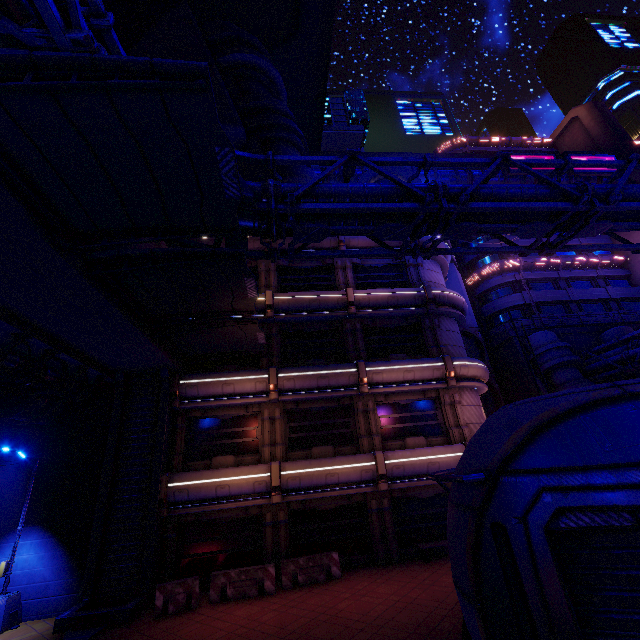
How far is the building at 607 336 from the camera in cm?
2695

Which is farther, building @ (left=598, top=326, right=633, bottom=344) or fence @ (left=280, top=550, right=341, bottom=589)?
building @ (left=598, top=326, right=633, bottom=344)

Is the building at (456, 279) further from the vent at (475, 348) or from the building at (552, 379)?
the building at (552, 379)

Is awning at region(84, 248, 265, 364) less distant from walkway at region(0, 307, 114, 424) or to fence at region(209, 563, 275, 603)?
walkway at region(0, 307, 114, 424)

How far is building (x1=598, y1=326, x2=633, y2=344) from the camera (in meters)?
26.95

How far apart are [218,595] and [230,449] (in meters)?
5.77

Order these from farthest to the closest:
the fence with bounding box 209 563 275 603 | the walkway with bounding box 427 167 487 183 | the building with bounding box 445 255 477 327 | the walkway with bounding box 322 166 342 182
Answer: the walkway with bounding box 427 167 487 183, the walkway with bounding box 322 166 342 182, the building with bounding box 445 255 477 327, the fence with bounding box 209 563 275 603

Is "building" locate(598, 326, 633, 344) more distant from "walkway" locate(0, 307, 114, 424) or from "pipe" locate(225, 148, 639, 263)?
"walkway" locate(0, 307, 114, 424)
